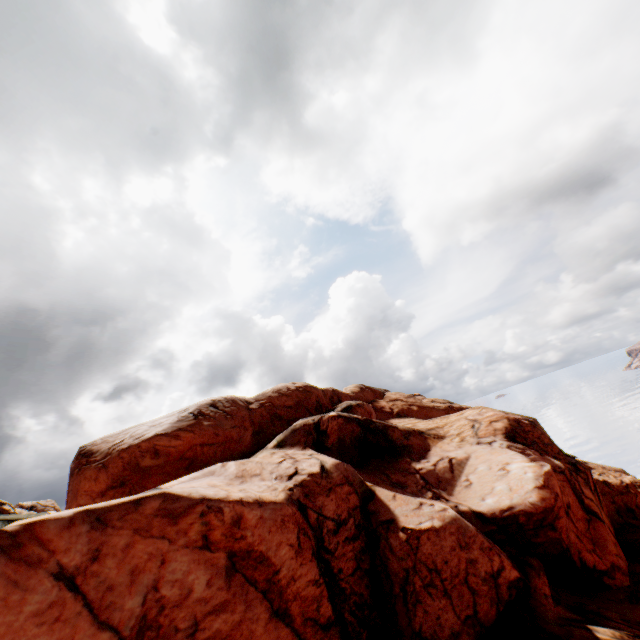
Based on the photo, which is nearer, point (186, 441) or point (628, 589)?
point (628, 589)
